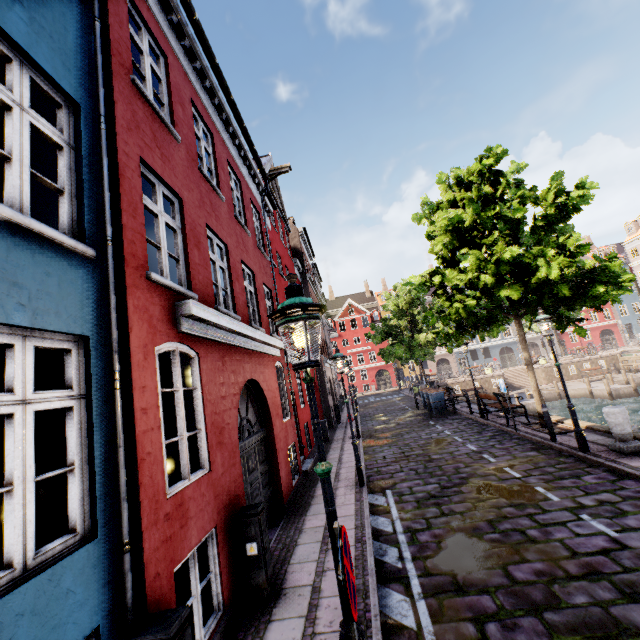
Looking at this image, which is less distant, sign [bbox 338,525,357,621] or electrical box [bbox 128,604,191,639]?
sign [bbox 338,525,357,621]

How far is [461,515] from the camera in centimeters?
652cm

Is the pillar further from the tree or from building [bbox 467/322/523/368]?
building [bbox 467/322/523/368]

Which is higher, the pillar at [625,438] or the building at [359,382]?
the building at [359,382]

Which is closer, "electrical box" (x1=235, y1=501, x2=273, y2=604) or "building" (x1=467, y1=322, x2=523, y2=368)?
"electrical box" (x1=235, y1=501, x2=273, y2=604)

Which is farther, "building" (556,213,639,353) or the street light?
"building" (556,213,639,353)

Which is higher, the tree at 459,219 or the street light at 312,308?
the tree at 459,219

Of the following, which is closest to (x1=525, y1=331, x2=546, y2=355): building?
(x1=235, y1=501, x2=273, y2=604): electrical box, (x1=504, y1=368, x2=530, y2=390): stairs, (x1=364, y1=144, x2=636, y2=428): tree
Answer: (x1=364, y1=144, x2=636, y2=428): tree
